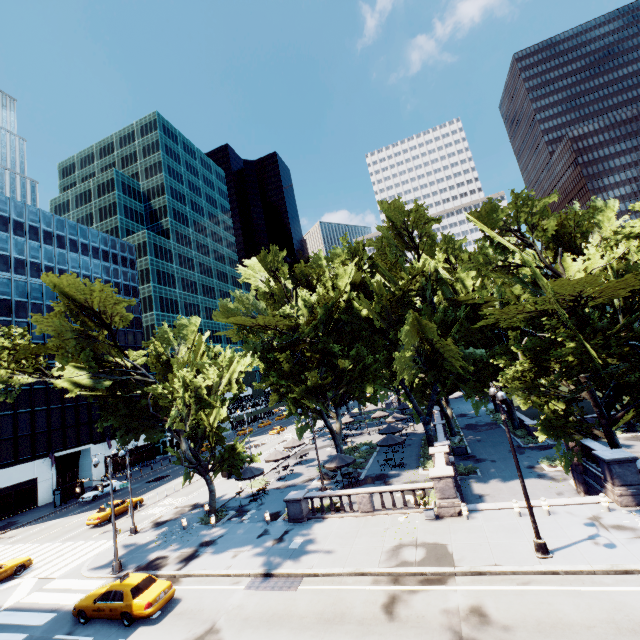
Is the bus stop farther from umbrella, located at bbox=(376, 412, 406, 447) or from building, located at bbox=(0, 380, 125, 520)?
umbrella, located at bbox=(376, 412, 406, 447)

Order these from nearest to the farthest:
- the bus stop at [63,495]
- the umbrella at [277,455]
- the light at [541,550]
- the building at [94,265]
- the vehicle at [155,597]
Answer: the light at [541,550] → the vehicle at [155,597] → the umbrella at [277,455] → the bus stop at [63,495] → the building at [94,265]

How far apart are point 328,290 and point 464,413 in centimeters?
3907cm

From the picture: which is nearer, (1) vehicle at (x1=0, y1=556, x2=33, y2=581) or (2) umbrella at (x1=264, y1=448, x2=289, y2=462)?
(1) vehicle at (x1=0, y1=556, x2=33, y2=581)

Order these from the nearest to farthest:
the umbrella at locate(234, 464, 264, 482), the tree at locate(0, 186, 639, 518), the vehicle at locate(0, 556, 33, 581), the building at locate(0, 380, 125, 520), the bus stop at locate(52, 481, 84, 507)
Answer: the tree at locate(0, 186, 639, 518)
the vehicle at locate(0, 556, 33, 581)
the umbrella at locate(234, 464, 264, 482)
the bus stop at locate(52, 481, 84, 507)
the building at locate(0, 380, 125, 520)

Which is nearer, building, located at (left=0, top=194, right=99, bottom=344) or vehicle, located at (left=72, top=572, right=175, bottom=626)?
vehicle, located at (left=72, top=572, right=175, bottom=626)

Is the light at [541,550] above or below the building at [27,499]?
below

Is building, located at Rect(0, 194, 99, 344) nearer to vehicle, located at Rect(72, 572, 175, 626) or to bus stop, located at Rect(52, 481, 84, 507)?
bus stop, located at Rect(52, 481, 84, 507)
